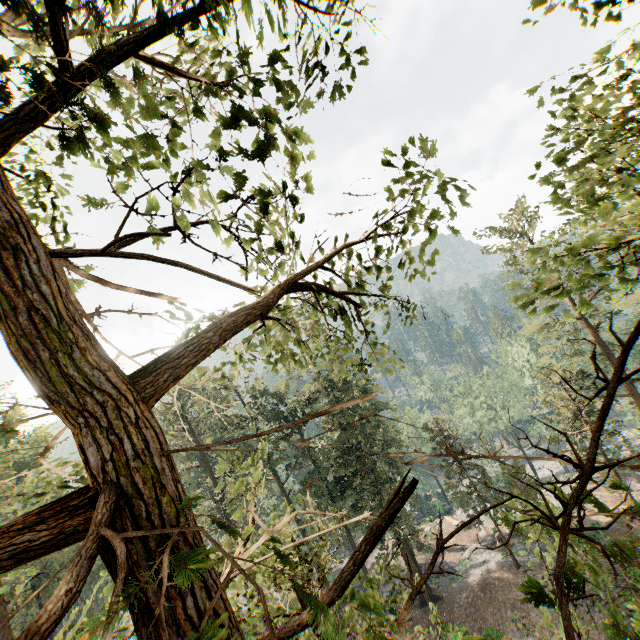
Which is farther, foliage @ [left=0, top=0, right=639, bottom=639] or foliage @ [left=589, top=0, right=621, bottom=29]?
foliage @ [left=589, top=0, right=621, bottom=29]

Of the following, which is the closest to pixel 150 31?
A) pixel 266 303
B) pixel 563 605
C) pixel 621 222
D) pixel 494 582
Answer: pixel 266 303

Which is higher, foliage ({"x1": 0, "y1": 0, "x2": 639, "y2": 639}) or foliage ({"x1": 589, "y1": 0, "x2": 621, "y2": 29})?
foliage ({"x1": 589, "y1": 0, "x2": 621, "y2": 29})

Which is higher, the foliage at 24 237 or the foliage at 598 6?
the foliage at 598 6

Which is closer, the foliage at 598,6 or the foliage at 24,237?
the foliage at 24,237
